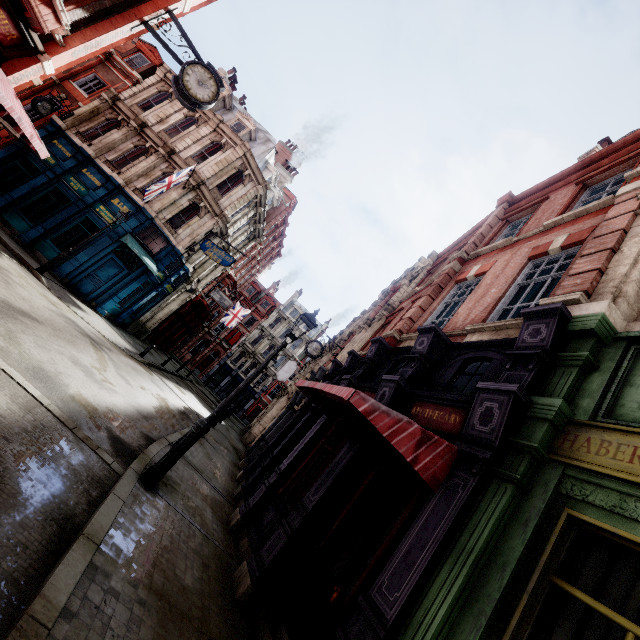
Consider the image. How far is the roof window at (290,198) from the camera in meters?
25.3 m

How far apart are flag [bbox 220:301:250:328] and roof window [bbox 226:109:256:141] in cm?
1654

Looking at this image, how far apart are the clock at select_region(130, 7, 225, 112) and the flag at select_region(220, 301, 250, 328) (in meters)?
26.85

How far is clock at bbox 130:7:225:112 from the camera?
8.4m

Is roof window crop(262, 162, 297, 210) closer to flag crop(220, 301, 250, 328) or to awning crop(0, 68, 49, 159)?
flag crop(220, 301, 250, 328)

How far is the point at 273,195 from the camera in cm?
2866

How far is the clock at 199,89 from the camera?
8.4 meters

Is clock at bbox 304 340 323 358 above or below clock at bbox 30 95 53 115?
above
